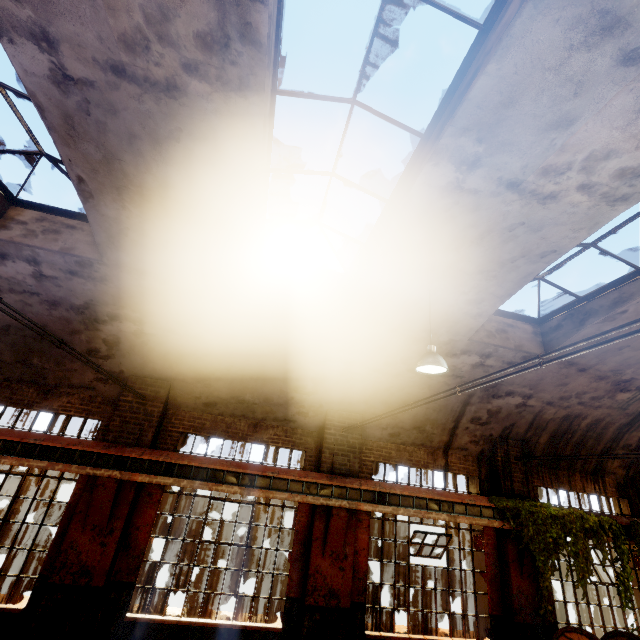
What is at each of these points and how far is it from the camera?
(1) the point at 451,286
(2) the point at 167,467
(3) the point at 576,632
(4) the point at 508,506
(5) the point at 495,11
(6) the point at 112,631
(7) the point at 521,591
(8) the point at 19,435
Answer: (1) building, 6.17m
(2) beam, 7.01m
(3) cable drum, 6.43m
(4) vine, 8.09m
(5) window frame, 3.03m
(6) building, 6.27m
(7) building, 7.69m
(8) crane rail, 6.70m

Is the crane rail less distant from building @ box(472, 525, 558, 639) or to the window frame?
building @ box(472, 525, 558, 639)

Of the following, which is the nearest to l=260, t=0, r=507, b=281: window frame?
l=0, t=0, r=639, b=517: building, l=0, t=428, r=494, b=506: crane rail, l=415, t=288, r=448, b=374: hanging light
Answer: l=0, t=0, r=639, b=517: building

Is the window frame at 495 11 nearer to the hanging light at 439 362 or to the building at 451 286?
the building at 451 286

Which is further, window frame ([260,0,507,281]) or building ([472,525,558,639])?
building ([472,525,558,639])

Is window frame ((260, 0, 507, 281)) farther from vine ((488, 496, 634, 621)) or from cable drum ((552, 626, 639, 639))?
cable drum ((552, 626, 639, 639))

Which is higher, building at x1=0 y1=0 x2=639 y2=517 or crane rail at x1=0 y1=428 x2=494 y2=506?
building at x1=0 y1=0 x2=639 y2=517

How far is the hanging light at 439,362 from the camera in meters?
5.4 m
